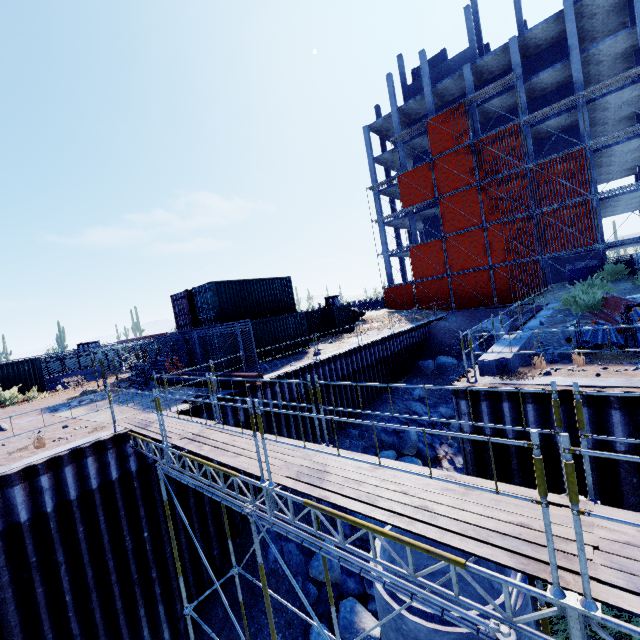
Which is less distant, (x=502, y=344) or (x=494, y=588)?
(x=494, y=588)

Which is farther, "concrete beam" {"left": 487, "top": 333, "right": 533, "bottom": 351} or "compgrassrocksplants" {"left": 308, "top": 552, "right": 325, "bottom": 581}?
"compgrassrocksplants" {"left": 308, "top": 552, "right": 325, "bottom": 581}

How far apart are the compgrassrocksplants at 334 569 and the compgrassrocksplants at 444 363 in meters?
14.9

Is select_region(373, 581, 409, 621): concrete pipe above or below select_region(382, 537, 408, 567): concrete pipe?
above

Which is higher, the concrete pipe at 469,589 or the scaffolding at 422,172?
the scaffolding at 422,172

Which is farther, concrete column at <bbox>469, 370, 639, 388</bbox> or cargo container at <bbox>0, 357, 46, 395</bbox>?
cargo container at <bbox>0, 357, 46, 395</bbox>

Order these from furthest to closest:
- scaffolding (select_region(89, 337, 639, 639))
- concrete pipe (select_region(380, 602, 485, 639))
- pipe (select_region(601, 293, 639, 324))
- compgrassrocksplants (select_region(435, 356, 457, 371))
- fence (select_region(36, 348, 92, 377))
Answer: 1. fence (select_region(36, 348, 92, 377))
2. compgrassrocksplants (select_region(435, 356, 457, 371))
3. pipe (select_region(601, 293, 639, 324))
4. concrete pipe (select_region(380, 602, 485, 639))
5. scaffolding (select_region(89, 337, 639, 639))

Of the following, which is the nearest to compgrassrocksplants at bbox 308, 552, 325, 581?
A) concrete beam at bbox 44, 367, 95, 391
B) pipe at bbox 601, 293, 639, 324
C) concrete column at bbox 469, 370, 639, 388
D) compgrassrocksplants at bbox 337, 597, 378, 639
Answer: compgrassrocksplants at bbox 337, 597, 378, 639
